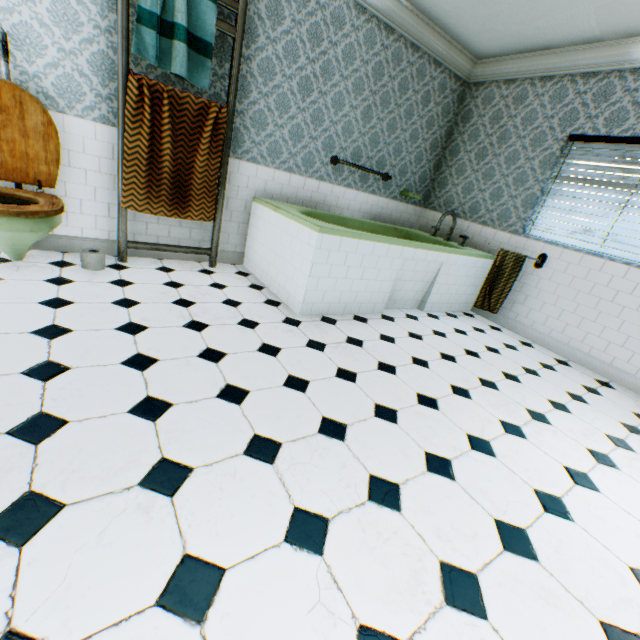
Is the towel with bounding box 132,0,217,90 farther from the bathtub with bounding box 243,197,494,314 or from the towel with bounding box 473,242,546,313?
the towel with bounding box 473,242,546,313

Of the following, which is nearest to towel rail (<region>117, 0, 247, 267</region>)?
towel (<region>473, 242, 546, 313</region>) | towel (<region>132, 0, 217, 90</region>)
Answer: towel (<region>132, 0, 217, 90</region>)

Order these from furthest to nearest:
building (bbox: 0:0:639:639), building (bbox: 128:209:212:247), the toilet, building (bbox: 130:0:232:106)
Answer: building (bbox: 128:209:212:247), building (bbox: 130:0:232:106), the toilet, building (bbox: 0:0:639:639)

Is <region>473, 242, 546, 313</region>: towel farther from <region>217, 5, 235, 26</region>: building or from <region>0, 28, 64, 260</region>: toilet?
<region>0, 28, 64, 260</region>: toilet

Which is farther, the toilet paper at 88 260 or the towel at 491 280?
the towel at 491 280

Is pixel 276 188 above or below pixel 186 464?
above

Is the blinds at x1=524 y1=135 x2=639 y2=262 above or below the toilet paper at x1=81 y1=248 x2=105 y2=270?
above

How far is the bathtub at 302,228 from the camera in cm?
294
